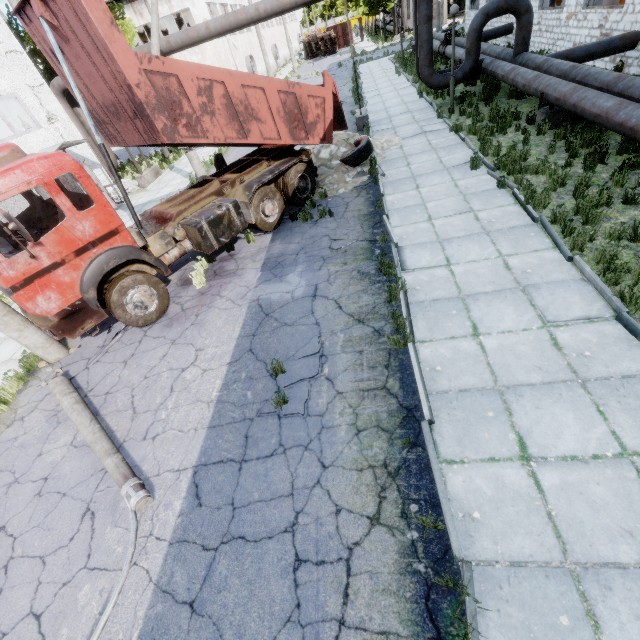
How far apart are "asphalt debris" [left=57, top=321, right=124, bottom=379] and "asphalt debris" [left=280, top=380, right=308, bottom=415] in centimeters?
451cm

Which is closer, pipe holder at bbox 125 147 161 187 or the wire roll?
the wire roll

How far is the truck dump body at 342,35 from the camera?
52.50m

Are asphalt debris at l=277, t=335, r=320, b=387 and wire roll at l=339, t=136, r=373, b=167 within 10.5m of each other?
yes

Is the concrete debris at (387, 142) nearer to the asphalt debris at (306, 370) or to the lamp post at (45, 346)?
the asphalt debris at (306, 370)

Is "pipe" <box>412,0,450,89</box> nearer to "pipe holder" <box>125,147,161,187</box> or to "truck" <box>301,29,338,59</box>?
"pipe holder" <box>125,147,161,187</box>

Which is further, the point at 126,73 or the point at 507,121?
the point at 507,121

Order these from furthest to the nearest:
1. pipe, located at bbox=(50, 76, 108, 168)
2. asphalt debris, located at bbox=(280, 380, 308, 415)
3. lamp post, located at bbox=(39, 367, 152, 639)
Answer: pipe, located at bbox=(50, 76, 108, 168)
asphalt debris, located at bbox=(280, 380, 308, 415)
lamp post, located at bbox=(39, 367, 152, 639)
